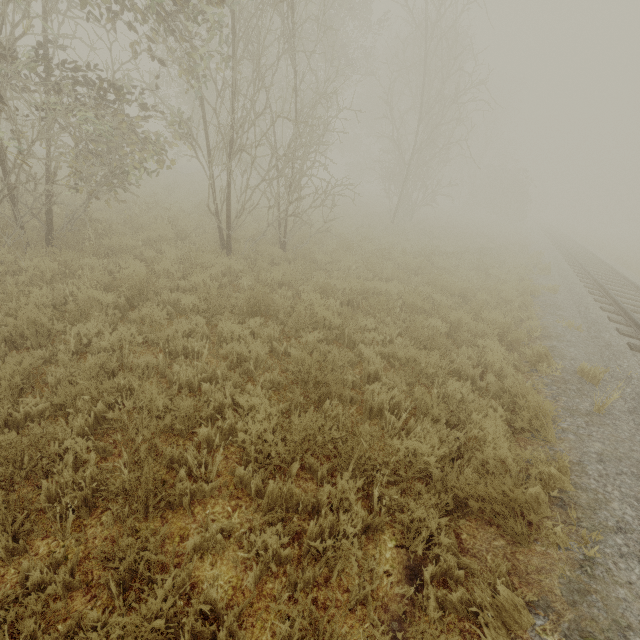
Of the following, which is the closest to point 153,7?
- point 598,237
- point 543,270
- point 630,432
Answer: point 630,432
